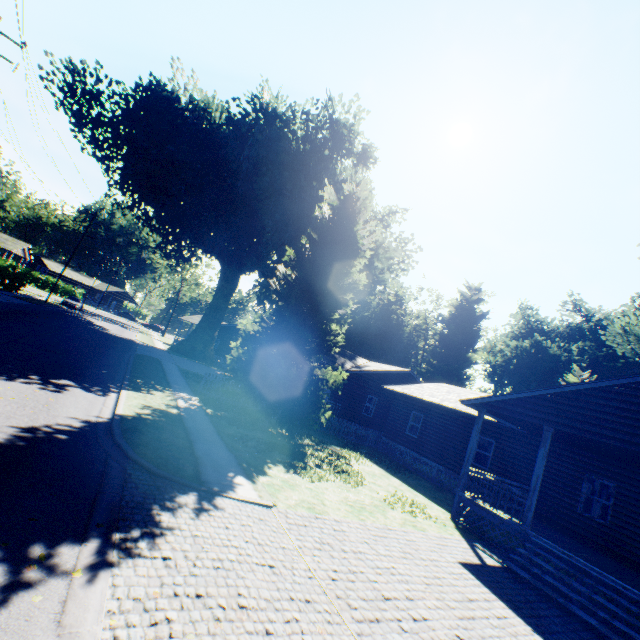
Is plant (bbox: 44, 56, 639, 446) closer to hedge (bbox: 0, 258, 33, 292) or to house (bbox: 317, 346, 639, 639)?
house (bbox: 317, 346, 639, 639)

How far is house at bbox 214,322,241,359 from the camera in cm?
4978

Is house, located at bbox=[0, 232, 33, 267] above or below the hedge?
above

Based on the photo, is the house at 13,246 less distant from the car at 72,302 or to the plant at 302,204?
the car at 72,302

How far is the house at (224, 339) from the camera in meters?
49.8

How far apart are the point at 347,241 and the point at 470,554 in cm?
1305

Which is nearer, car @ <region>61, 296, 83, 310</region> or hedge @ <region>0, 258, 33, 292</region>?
hedge @ <region>0, 258, 33, 292</region>

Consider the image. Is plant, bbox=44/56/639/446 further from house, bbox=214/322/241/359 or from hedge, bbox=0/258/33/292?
hedge, bbox=0/258/33/292
